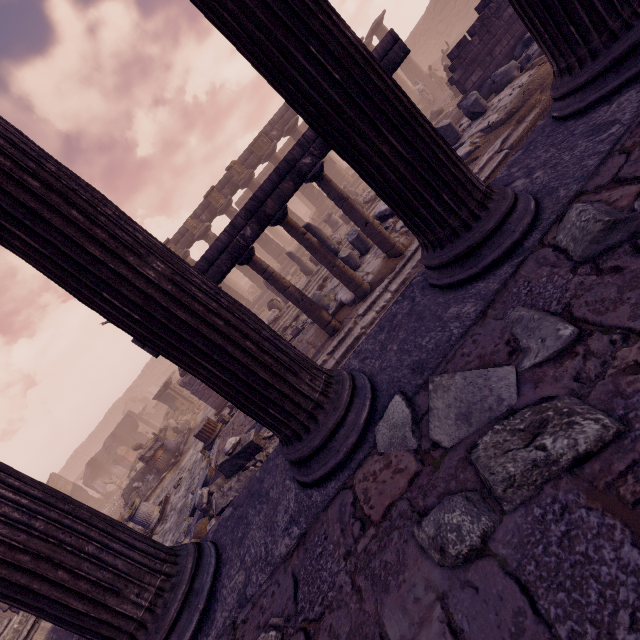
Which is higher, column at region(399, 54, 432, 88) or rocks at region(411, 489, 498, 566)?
column at region(399, 54, 432, 88)

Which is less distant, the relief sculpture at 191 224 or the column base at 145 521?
the column base at 145 521

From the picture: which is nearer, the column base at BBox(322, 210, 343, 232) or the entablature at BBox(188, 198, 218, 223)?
the column base at BBox(322, 210, 343, 232)

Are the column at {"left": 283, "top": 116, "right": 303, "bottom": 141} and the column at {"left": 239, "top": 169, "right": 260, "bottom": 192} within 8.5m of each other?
yes

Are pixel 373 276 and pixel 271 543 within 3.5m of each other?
no

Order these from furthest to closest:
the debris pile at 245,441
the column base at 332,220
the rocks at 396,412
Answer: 1. the column base at 332,220
2. the debris pile at 245,441
3. the rocks at 396,412

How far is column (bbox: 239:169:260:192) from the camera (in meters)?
20.70

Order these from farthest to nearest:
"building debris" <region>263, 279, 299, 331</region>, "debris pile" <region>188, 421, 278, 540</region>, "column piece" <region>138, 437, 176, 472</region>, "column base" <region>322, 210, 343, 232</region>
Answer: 1. "column base" <region>322, 210, 343, 232</region>
2. "building debris" <region>263, 279, 299, 331</region>
3. "column piece" <region>138, 437, 176, 472</region>
4. "debris pile" <region>188, 421, 278, 540</region>
